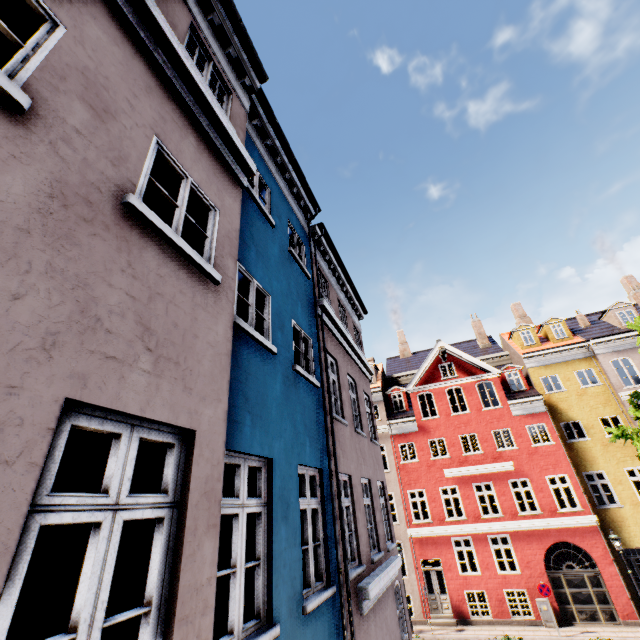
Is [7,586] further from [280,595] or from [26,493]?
[280,595]

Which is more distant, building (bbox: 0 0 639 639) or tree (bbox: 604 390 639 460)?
tree (bbox: 604 390 639 460)

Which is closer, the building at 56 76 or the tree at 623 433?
the building at 56 76
